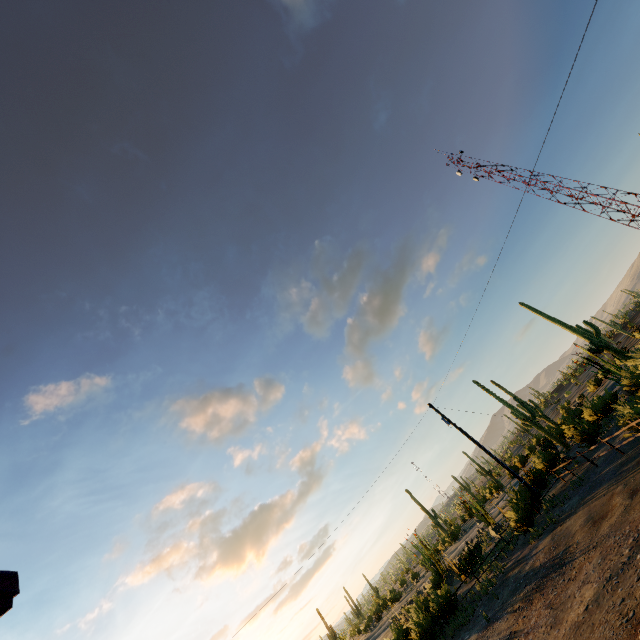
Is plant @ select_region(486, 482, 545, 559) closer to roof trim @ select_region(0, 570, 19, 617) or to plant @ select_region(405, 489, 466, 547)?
roof trim @ select_region(0, 570, 19, 617)

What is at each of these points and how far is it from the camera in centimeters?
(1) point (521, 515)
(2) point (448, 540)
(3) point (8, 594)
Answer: (1) plant, 1789cm
(2) plant, 5322cm
(3) roof trim, 248cm

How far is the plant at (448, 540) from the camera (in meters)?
52.31

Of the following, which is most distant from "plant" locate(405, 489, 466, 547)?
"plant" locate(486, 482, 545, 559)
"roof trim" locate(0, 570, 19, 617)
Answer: "roof trim" locate(0, 570, 19, 617)

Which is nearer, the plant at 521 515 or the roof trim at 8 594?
the roof trim at 8 594

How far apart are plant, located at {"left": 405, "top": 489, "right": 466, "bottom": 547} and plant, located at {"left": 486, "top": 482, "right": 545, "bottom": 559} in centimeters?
3563cm

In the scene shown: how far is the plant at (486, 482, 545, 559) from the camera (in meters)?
17.64
